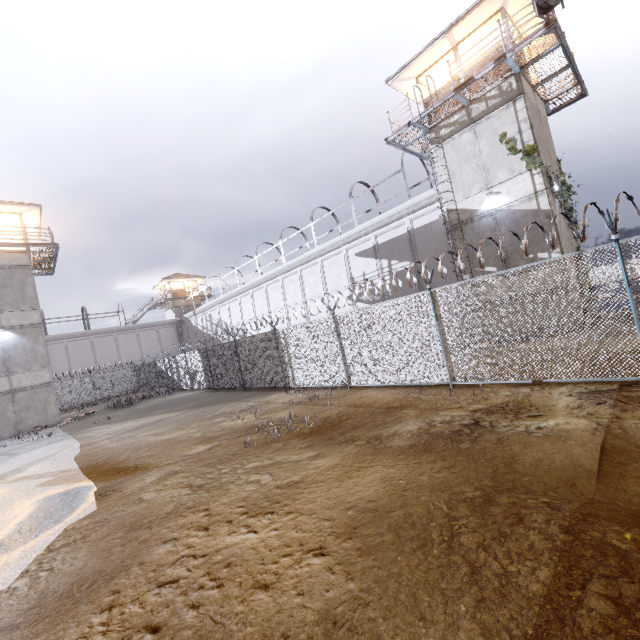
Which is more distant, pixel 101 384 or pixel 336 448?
pixel 101 384

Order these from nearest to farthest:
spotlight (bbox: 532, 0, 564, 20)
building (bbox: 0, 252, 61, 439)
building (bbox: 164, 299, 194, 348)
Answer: spotlight (bbox: 532, 0, 564, 20) < building (bbox: 0, 252, 61, 439) < building (bbox: 164, 299, 194, 348)

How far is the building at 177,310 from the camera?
45.3 meters

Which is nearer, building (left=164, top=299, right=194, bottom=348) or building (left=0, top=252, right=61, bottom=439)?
building (left=0, top=252, right=61, bottom=439)

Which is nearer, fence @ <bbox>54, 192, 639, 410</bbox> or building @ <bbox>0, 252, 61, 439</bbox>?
fence @ <bbox>54, 192, 639, 410</bbox>

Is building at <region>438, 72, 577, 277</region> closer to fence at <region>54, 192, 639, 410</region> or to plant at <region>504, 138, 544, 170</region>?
plant at <region>504, 138, 544, 170</region>

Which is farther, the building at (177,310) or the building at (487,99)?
the building at (177,310)

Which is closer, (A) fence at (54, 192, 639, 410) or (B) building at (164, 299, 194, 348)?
(A) fence at (54, 192, 639, 410)
